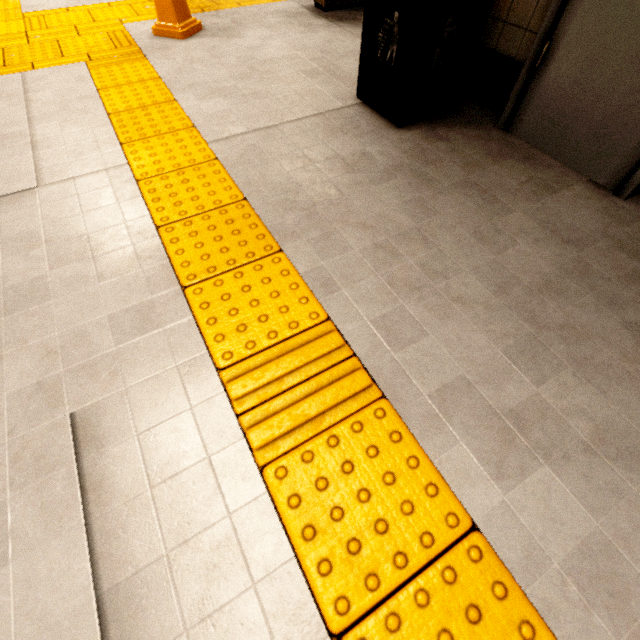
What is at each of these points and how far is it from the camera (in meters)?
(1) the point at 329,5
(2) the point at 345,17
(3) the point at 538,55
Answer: (1) ticket barrier, 3.69
(2) building, 3.61
(3) door frame, 1.88

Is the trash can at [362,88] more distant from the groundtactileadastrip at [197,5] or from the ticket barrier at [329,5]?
the ticket barrier at [329,5]

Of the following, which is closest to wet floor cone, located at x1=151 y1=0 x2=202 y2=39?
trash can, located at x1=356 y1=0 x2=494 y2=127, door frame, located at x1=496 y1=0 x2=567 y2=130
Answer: trash can, located at x1=356 y1=0 x2=494 y2=127

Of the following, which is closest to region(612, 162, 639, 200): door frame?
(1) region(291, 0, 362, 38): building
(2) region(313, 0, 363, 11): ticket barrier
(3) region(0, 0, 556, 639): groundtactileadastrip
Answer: (1) region(291, 0, 362, 38): building

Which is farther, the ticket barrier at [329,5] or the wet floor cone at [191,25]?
the ticket barrier at [329,5]

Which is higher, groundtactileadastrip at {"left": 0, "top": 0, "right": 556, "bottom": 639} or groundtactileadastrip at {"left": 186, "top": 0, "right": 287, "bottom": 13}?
groundtactileadastrip at {"left": 186, "top": 0, "right": 287, "bottom": 13}

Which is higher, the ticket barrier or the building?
the ticket barrier

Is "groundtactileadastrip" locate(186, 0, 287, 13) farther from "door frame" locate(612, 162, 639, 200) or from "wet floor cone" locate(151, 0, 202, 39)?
"door frame" locate(612, 162, 639, 200)
